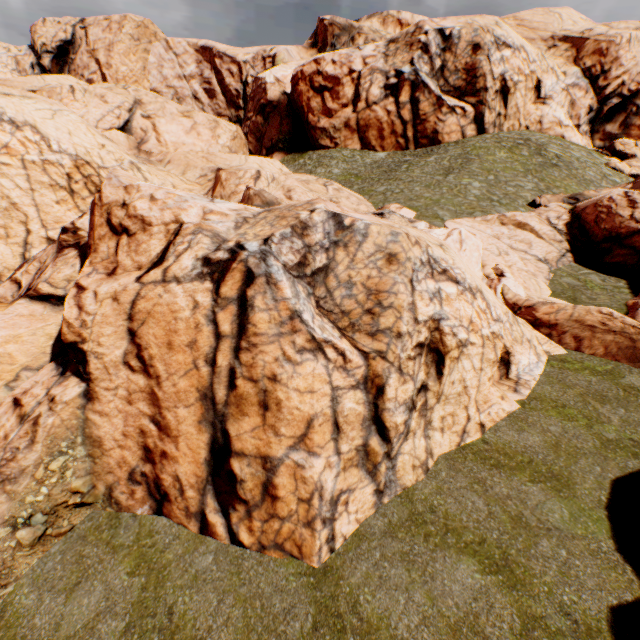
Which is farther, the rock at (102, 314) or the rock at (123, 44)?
the rock at (123, 44)

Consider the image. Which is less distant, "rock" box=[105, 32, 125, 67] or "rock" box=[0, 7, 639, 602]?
"rock" box=[0, 7, 639, 602]

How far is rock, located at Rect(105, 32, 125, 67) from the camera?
59.9m

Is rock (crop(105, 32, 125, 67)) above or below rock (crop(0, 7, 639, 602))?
above

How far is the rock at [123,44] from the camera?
59.9 meters

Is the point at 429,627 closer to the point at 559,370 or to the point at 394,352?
the point at 394,352
